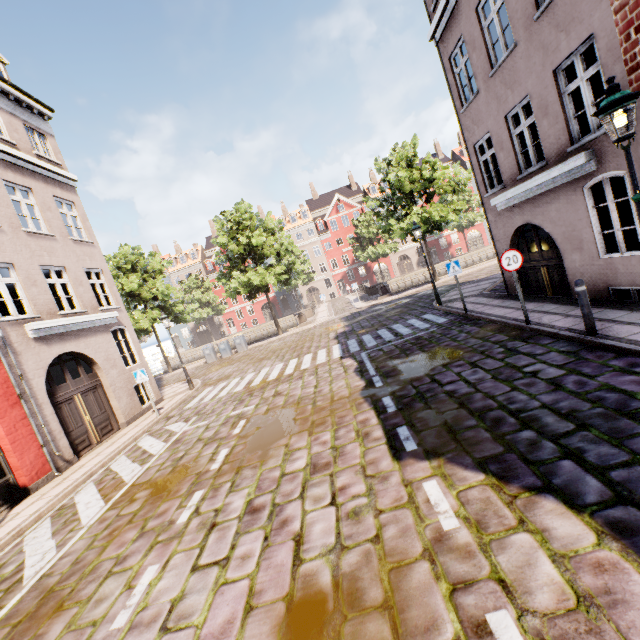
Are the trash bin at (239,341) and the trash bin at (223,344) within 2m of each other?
yes

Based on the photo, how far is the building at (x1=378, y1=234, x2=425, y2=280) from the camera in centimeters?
5281cm

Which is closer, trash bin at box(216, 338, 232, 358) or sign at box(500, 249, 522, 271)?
sign at box(500, 249, 522, 271)

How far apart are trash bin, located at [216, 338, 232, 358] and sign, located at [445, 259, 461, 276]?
17.8m

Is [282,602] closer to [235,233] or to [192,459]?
[192,459]

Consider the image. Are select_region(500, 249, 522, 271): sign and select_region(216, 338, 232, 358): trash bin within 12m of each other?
no

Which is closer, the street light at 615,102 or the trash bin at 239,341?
the street light at 615,102

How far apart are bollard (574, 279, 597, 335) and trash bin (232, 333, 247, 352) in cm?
2109
